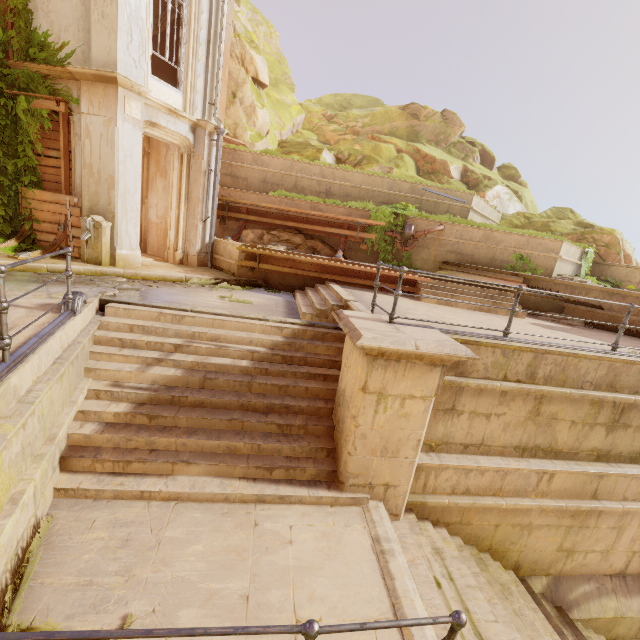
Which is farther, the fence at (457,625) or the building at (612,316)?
the building at (612,316)

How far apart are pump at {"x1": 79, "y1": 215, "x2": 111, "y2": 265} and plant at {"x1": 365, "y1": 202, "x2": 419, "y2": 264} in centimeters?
806cm

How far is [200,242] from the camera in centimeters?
1091cm

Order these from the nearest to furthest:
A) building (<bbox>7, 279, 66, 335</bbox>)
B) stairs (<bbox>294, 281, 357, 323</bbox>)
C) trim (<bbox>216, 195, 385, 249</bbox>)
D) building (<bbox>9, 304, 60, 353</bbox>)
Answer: building (<bbox>9, 304, 60, 353</bbox>)
building (<bbox>7, 279, 66, 335</bbox>)
stairs (<bbox>294, 281, 357, 323</bbox>)
trim (<bbox>216, 195, 385, 249</bbox>)

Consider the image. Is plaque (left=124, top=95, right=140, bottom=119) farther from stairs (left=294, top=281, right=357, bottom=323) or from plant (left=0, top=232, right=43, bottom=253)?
stairs (left=294, top=281, right=357, bottom=323)

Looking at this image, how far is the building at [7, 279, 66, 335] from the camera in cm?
432

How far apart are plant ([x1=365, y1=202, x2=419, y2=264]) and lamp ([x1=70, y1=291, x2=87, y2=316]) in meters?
9.1

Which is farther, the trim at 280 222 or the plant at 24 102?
the trim at 280 222
